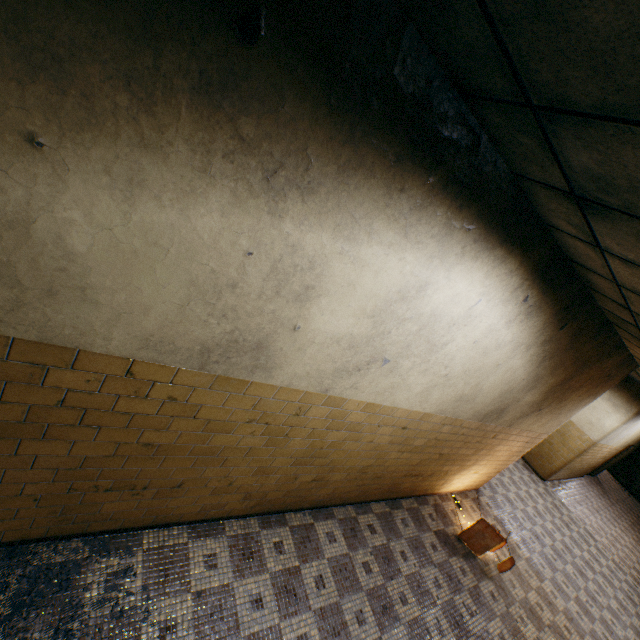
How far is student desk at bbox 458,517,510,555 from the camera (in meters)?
5.30

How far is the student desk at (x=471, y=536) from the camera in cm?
530

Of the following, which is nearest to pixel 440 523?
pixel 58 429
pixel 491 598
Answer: pixel 491 598
